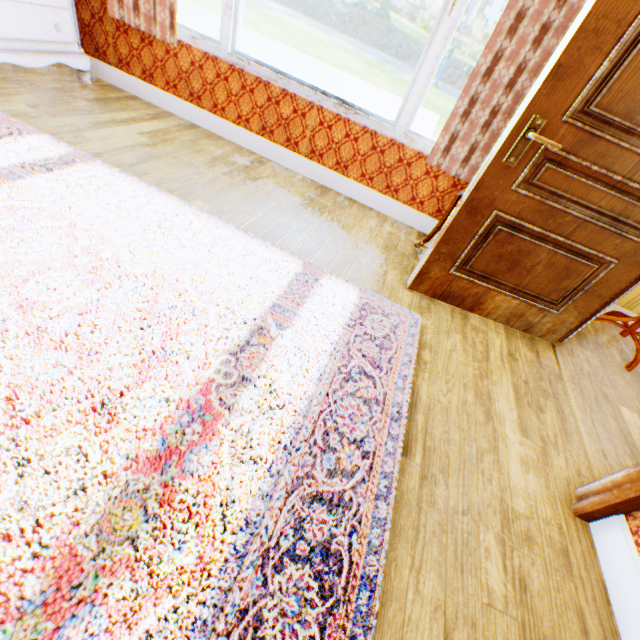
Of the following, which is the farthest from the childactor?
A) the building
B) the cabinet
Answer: the cabinet

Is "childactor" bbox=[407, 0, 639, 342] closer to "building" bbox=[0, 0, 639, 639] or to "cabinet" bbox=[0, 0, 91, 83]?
"building" bbox=[0, 0, 639, 639]

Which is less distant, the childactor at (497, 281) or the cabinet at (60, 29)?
the childactor at (497, 281)

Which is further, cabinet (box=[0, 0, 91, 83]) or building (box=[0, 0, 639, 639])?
cabinet (box=[0, 0, 91, 83])

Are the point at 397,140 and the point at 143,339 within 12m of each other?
yes

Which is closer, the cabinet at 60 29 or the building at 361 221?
the building at 361 221

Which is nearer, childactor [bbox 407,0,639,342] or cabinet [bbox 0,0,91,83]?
childactor [bbox 407,0,639,342]
